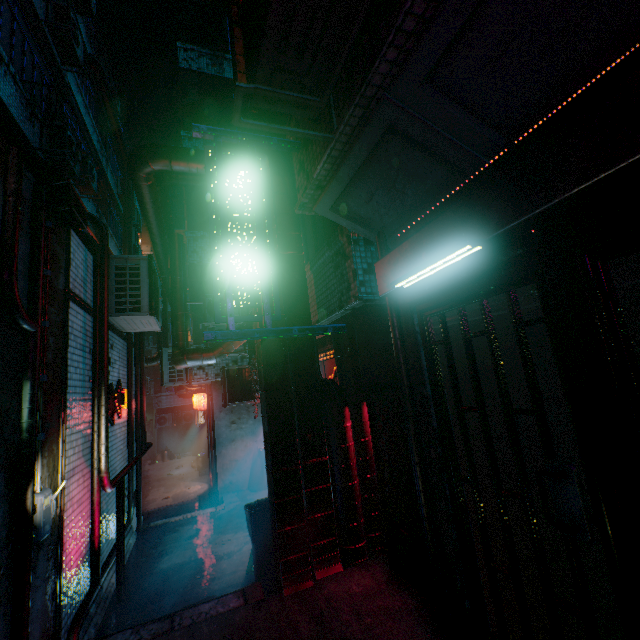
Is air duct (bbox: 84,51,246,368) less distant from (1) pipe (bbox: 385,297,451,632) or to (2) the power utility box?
(1) pipe (bbox: 385,297,451,632)

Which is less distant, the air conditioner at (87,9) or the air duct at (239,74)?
the air duct at (239,74)

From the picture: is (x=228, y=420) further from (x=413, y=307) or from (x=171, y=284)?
(x=413, y=307)

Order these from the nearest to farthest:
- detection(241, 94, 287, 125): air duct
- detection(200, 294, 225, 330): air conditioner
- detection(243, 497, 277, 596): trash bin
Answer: detection(243, 497, 277, 596): trash bin
detection(241, 94, 287, 125): air duct
detection(200, 294, 225, 330): air conditioner

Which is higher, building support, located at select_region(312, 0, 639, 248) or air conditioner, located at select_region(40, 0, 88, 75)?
air conditioner, located at select_region(40, 0, 88, 75)

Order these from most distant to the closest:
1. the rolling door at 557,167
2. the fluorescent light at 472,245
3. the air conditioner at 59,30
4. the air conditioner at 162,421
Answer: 1. the air conditioner at 162,421
2. the air conditioner at 59,30
3. the fluorescent light at 472,245
4. the rolling door at 557,167

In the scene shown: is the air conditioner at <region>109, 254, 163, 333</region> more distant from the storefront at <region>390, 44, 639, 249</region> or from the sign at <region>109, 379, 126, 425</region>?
the storefront at <region>390, 44, 639, 249</region>

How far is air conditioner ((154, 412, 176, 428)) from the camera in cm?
1867
